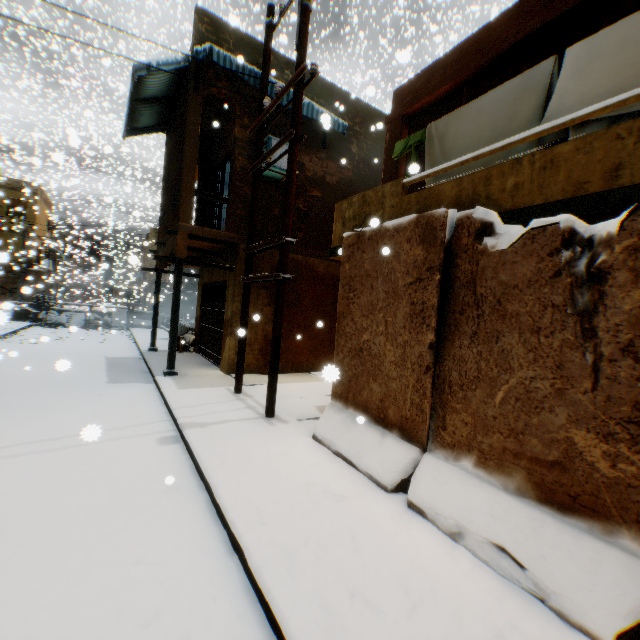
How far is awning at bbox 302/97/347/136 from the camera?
4.4m

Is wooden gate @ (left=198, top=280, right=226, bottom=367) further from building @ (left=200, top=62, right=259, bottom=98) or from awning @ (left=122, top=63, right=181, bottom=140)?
awning @ (left=122, top=63, right=181, bottom=140)

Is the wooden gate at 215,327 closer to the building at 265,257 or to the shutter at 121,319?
the building at 265,257

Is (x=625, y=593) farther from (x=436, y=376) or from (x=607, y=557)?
(x=436, y=376)

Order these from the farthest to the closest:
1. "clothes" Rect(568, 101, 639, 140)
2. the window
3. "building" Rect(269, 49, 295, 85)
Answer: the window → "building" Rect(269, 49, 295, 85) → "clothes" Rect(568, 101, 639, 140)

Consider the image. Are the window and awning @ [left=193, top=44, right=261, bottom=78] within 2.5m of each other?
yes

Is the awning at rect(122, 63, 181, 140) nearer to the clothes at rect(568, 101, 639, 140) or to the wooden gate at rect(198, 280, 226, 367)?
the clothes at rect(568, 101, 639, 140)

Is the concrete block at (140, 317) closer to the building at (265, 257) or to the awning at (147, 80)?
the building at (265, 257)
